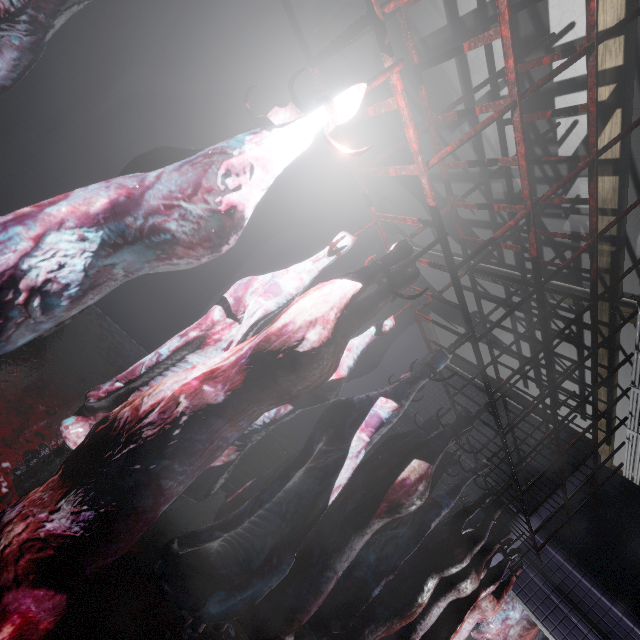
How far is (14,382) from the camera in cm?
216

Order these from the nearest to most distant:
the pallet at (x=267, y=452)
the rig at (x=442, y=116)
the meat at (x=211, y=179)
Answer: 1. the meat at (x=211, y=179)
2. the rig at (x=442, y=116)
3. the pallet at (x=267, y=452)

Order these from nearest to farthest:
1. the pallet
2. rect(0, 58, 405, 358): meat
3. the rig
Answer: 1. rect(0, 58, 405, 358): meat
2. the rig
3. the pallet

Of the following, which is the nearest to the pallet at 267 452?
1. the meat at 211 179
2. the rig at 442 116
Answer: the rig at 442 116

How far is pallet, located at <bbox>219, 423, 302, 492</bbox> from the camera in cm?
373

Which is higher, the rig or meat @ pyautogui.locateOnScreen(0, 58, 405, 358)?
the rig

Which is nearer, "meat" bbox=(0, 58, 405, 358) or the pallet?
"meat" bbox=(0, 58, 405, 358)

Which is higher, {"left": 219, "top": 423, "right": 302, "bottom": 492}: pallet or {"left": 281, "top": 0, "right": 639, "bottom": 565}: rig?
{"left": 281, "top": 0, "right": 639, "bottom": 565}: rig
